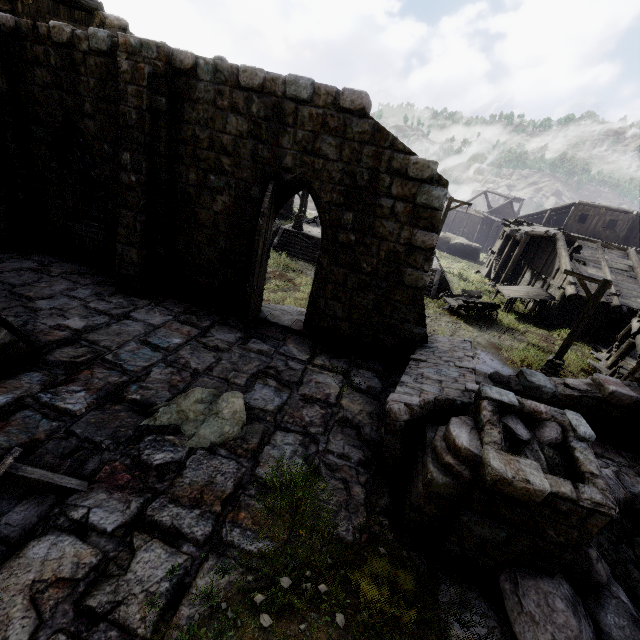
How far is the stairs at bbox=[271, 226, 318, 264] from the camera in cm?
2294

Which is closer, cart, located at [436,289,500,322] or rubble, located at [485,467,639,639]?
rubble, located at [485,467,639,639]

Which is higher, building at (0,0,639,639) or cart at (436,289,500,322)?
building at (0,0,639,639)

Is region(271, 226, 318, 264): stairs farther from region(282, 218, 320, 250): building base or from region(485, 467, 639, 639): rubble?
region(485, 467, 639, 639): rubble

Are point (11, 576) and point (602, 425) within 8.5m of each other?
no

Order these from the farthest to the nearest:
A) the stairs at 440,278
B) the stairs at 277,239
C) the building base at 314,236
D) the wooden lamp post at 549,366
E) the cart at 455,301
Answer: the building base at 314,236 → the stairs at 277,239 → the stairs at 440,278 → the cart at 455,301 → the wooden lamp post at 549,366

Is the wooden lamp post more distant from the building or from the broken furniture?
the broken furniture

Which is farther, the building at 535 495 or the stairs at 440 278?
the stairs at 440 278
